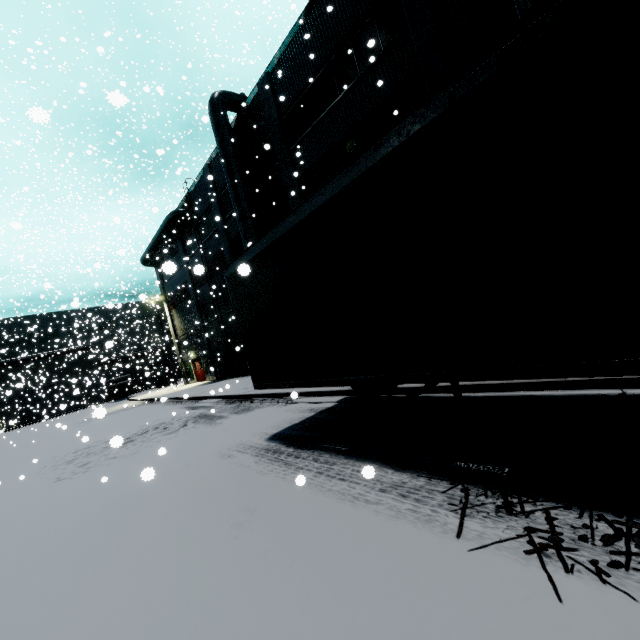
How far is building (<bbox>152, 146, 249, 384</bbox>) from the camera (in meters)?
21.47

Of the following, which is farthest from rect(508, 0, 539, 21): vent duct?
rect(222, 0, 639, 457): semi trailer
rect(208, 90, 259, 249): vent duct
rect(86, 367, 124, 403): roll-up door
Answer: rect(86, 367, 124, 403): roll-up door

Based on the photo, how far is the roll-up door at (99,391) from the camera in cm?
3312

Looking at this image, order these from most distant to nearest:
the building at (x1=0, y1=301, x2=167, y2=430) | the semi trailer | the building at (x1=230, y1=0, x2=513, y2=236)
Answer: the building at (x1=0, y1=301, x2=167, y2=430)
the building at (x1=230, y1=0, x2=513, y2=236)
the semi trailer

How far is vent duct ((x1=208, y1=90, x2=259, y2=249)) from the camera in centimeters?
1689cm

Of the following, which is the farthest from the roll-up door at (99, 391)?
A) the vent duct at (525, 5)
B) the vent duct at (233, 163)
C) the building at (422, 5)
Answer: the vent duct at (525, 5)

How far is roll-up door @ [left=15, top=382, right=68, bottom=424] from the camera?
36.81m

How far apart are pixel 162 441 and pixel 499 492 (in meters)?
9.90
